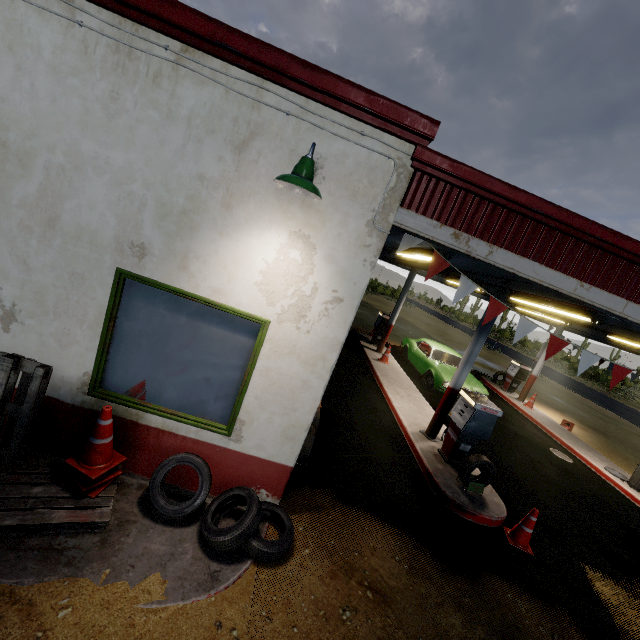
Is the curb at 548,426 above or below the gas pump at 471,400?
below

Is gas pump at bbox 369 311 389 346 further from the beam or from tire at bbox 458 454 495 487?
tire at bbox 458 454 495 487

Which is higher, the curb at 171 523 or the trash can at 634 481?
the trash can at 634 481

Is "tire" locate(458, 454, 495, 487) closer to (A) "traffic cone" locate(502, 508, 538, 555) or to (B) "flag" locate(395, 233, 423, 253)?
(A) "traffic cone" locate(502, 508, 538, 555)

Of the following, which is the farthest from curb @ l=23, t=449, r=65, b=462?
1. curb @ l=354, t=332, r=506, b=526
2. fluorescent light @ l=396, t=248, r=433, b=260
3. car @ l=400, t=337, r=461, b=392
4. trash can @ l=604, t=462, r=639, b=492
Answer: trash can @ l=604, t=462, r=639, b=492

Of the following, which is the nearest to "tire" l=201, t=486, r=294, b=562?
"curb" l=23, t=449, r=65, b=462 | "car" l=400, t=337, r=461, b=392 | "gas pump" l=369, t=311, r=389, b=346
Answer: "curb" l=23, t=449, r=65, b=462

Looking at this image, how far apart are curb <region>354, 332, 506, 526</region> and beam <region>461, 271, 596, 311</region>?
3.88m

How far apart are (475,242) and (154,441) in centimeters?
448cm
